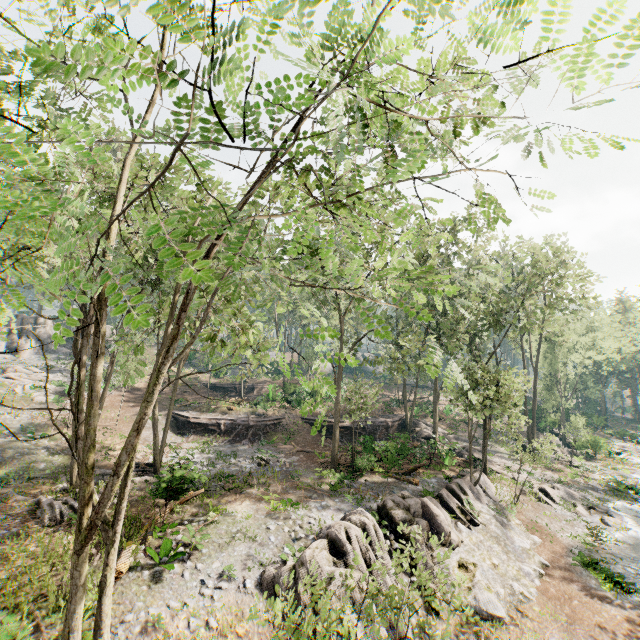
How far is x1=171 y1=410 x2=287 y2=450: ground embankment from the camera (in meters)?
29.62

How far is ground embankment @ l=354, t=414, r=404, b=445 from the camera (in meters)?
24.67

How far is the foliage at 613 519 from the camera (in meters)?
22.35

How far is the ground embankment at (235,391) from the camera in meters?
43.3 m

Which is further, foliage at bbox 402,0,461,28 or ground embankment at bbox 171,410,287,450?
ground embankment at bbox 171,410,287,450

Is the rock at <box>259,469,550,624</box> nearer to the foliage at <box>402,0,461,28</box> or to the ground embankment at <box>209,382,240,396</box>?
the foliage at <box>402,0,461,28</box>

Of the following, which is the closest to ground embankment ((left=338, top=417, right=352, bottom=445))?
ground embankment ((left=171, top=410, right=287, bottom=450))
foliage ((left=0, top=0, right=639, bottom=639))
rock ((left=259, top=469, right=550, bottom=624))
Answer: foliage ((left=0, top=0, right=639, bottom=639))

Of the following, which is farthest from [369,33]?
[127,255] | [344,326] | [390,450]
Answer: [344,326]
